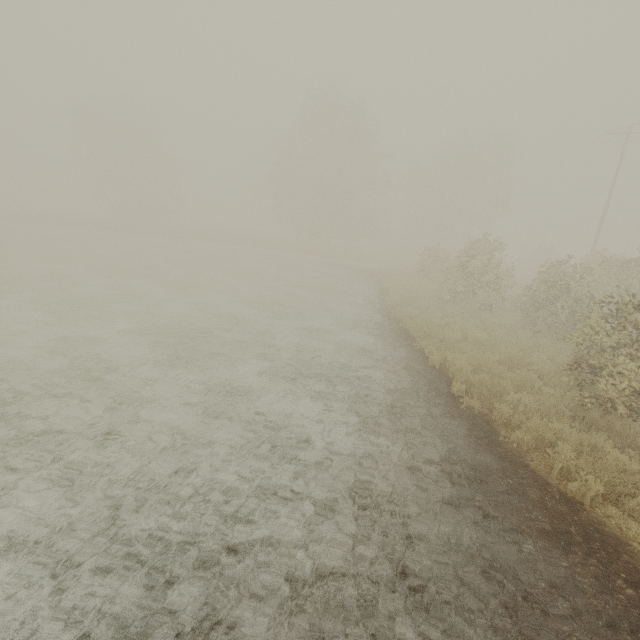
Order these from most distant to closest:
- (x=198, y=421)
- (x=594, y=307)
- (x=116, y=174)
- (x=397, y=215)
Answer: (x=397, y=215) < (x=116, y=174) < (x=594, y=307) < (x=198, y=421)
